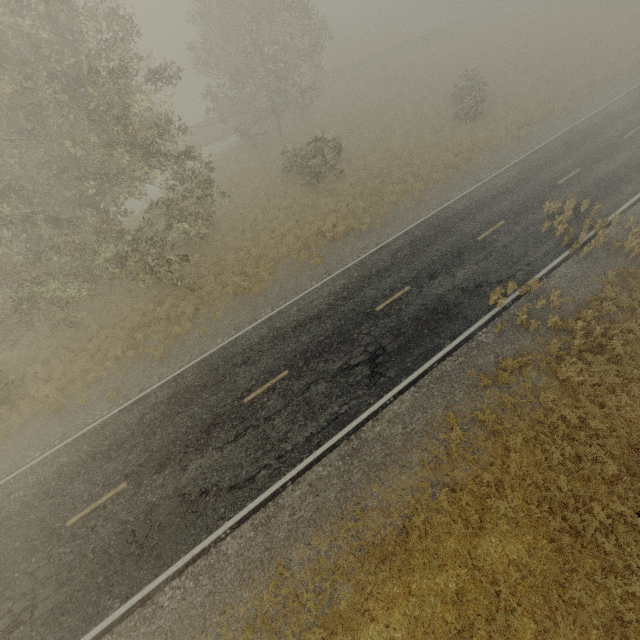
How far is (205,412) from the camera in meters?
13.5 m
